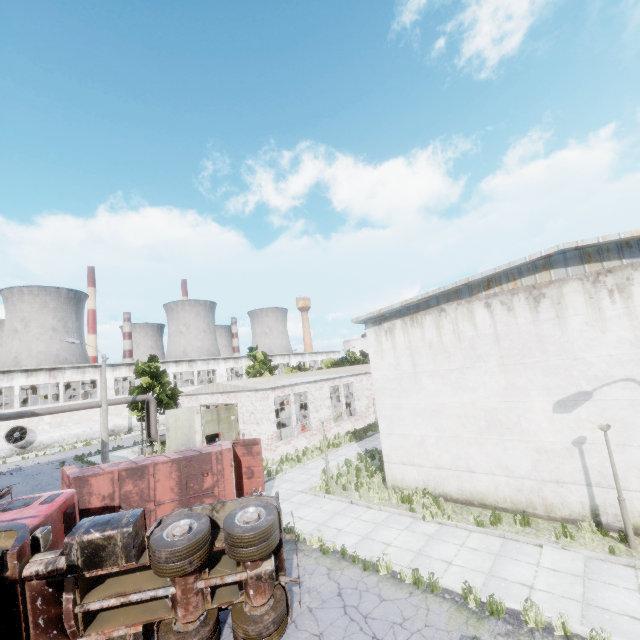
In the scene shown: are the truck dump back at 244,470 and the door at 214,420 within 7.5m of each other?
no

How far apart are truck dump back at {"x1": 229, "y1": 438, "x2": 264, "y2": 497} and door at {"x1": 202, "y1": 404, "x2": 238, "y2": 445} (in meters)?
8.55

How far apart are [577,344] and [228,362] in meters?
55.5

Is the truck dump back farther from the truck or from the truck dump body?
the truck

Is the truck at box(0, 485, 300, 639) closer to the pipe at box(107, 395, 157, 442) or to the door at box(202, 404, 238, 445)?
the door at box(202, 404, 238, 445)

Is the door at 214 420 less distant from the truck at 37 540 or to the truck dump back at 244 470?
the truck dump back at 244 470

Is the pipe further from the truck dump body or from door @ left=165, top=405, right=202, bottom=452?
the truck dump body

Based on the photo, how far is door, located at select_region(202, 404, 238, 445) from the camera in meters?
22.9 m
